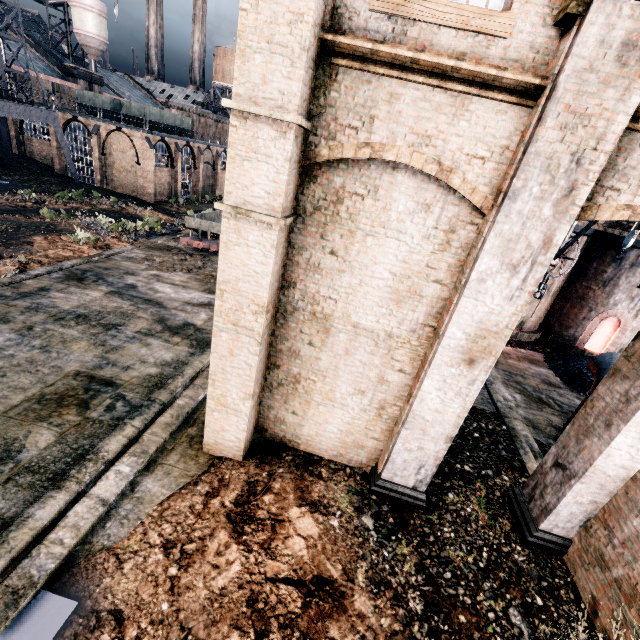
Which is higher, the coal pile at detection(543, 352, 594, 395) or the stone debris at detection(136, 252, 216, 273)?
the coal pile at detection(543, 352, 594, 395)

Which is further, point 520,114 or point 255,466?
point 255,466

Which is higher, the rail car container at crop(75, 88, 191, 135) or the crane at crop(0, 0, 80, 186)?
the rail car container at crop(75, 88, 191, 135)

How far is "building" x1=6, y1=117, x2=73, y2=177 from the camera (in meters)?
41.47

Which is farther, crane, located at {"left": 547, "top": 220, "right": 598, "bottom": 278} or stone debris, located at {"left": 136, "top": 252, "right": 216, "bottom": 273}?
stone debris, located at {"left": 136, "top": 252, "right": 216, "bottom": 273}

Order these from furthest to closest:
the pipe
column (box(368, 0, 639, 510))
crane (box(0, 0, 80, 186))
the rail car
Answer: crane (box(0, 0, 80, 186)) → the rail car → the pipe → column (box(368, 0, 639, 510))

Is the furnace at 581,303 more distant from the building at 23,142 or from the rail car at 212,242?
the building at 23,142

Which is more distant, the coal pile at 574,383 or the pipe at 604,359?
the coal pile at 574,383
